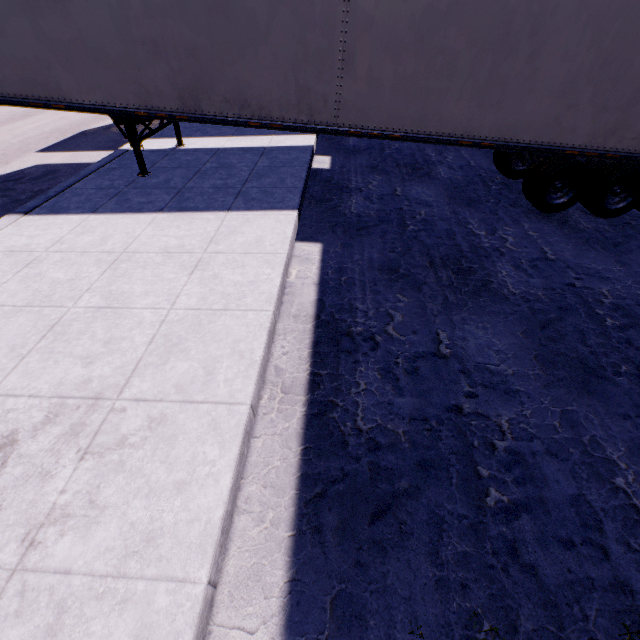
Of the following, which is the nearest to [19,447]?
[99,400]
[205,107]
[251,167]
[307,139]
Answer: [99,400]
